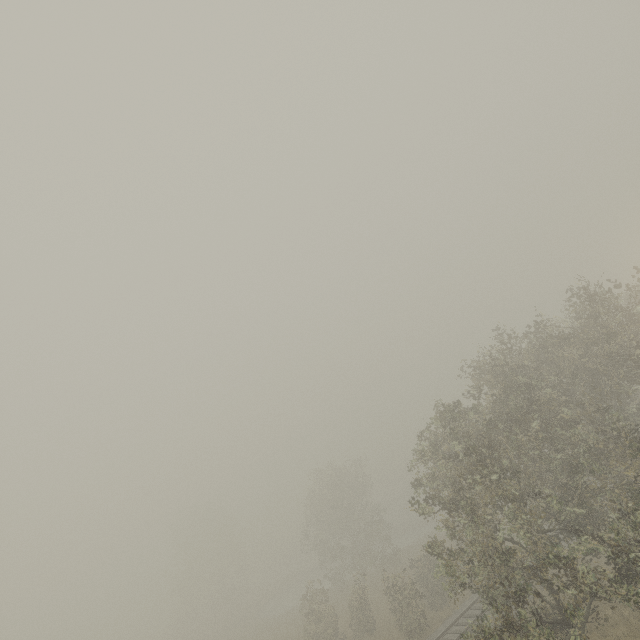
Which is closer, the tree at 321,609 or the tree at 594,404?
the tree at 594,404

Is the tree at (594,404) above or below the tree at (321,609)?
above

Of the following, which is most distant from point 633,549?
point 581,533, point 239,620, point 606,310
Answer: point 239,620

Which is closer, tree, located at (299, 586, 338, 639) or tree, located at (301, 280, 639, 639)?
tree, located at (301, 280, 639, 639)

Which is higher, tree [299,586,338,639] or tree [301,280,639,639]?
tree [301,280,639,639]
